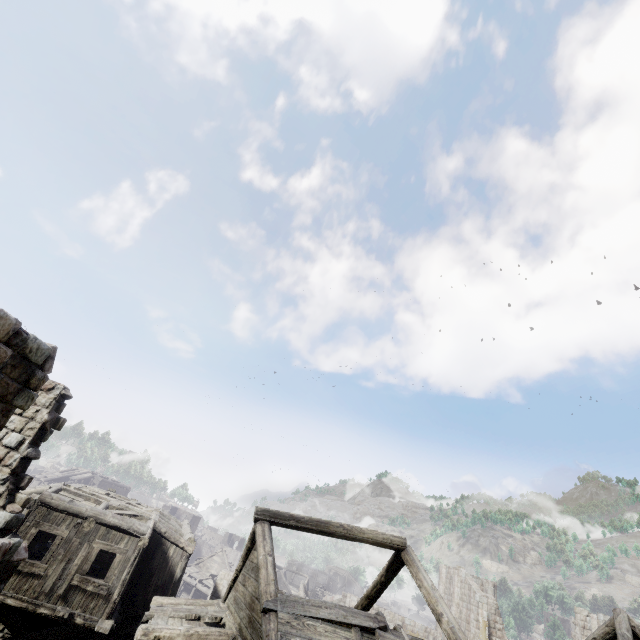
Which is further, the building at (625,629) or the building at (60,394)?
the building at (625,629)

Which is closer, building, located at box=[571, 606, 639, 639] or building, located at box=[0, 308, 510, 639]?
building, located at box=[0, 308, 510, 639]

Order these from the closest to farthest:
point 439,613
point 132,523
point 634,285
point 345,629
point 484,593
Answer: point 345,629 → point 439,613 → point 132,523 → point 484,593 → point 634,285
